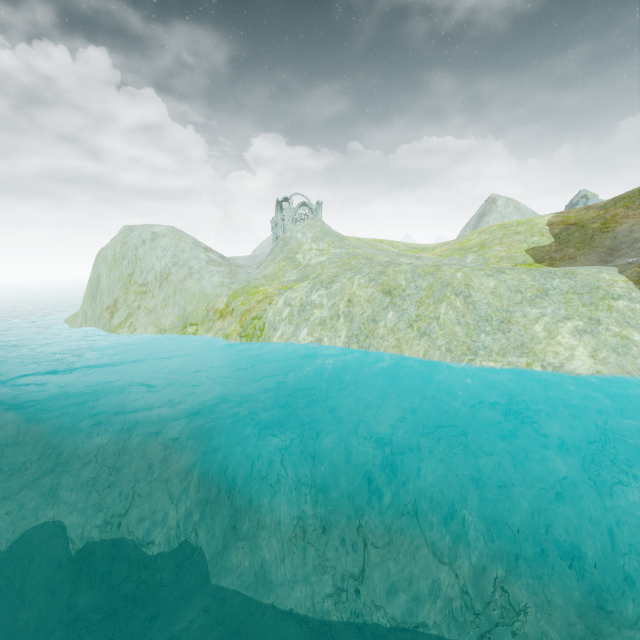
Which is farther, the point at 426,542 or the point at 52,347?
the point at 52,347

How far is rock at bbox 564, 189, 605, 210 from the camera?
55.03m

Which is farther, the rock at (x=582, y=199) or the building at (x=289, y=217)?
the rock at (x=582, y=199)

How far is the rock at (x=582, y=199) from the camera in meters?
55.0

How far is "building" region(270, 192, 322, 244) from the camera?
51.2m

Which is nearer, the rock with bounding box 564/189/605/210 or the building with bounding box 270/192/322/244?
the building with bounding box 270/192/322/244
